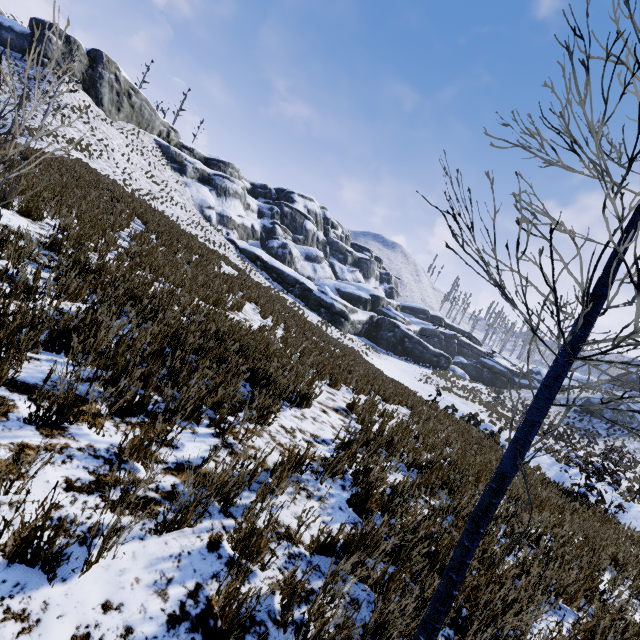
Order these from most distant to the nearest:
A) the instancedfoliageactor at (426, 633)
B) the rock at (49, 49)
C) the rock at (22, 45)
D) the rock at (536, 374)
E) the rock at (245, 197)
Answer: the rock at (536, 374)
the rock at (245, 197)
the rock at (49, 49)
the rock at (22, 45)
the instancedfoliageactor at (426, 633)

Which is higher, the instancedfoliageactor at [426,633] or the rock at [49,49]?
the rock at [49,49]

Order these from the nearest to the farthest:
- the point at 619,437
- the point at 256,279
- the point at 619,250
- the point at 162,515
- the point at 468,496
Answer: the point at 619,250 → the point at 162,515 → the point at 468,496 → the point at 619,437 → the point at 256,279

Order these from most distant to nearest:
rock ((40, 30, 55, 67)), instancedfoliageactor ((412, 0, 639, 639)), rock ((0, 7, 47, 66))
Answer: rock ((40, 30, 55, 67)) → rock ((0, 7, 47, 66)) → instancedfoliageactor ((412, 0, 639, 639))

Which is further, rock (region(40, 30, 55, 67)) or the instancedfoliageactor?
rock (region(40, 30, 55, 67))

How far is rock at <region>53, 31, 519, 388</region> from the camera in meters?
36.5 m
